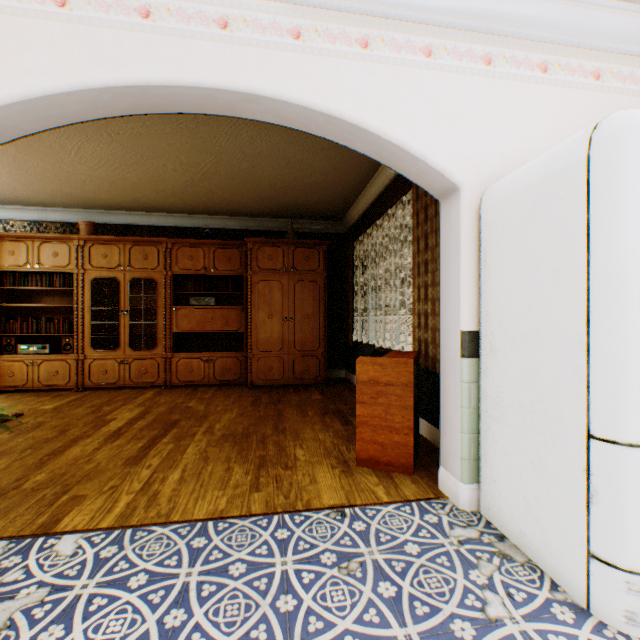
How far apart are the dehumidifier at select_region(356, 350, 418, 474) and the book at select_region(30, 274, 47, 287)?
5.6m

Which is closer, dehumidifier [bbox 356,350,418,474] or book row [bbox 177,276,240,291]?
dehumidifier [bbox 356,350,418,474]

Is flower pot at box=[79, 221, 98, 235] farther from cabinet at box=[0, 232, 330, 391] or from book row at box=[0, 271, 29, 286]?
book row at box=[0, 271, 29, 286]

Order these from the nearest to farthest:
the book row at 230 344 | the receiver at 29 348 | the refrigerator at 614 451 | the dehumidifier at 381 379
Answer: the refrigerator at 614 451 → the dehumidifier at 381 379 → the receiver at 29 348 → the book row at 230 344

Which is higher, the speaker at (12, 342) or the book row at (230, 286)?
the book row at (230, 286)

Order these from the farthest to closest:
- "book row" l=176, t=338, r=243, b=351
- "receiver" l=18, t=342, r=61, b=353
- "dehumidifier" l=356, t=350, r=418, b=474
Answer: "book row" l=176, t=338, r=243, b=351
"receiver" l=18, t=342, r=61, b=353
"dehumidifier" l=356, t=350, r=418, b=474

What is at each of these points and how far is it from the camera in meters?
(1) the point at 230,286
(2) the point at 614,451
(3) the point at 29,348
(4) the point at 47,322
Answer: (1) book row, 5.8
(2) refrigerator, 1.2
(3) receiver, 5.2
(4) book row, 5.3

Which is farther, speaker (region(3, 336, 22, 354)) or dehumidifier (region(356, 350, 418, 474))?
speaker (region(3, 336, 22, 354))
